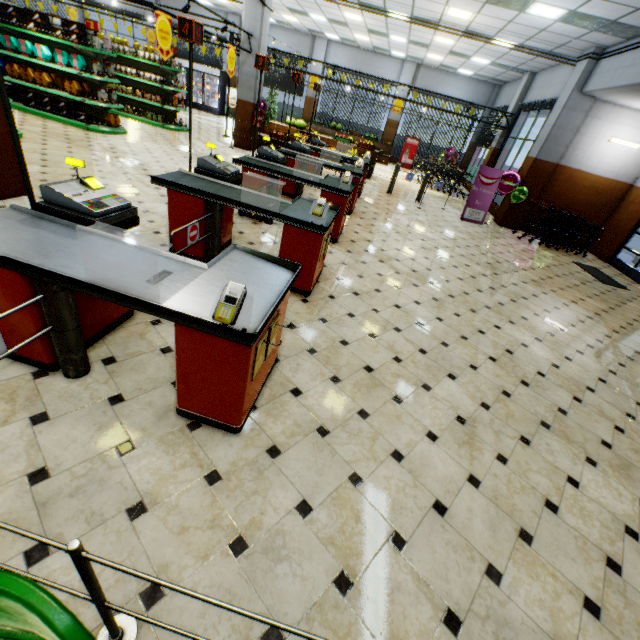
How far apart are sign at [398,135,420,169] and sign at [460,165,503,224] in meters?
10.0 m

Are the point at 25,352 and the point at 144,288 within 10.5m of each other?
yes

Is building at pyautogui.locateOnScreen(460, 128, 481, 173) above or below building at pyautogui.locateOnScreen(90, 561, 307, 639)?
above

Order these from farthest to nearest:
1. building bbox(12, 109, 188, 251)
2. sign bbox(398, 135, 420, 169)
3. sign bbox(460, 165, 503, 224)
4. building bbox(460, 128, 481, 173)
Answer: sign bbox(398, 135, 420, 169) < building bbox(460, 128, 481, 173) < sign bbox(460, 165, 503, 224) < building bbox(12, 109, 188, 251)

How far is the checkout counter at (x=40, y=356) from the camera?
2.3m

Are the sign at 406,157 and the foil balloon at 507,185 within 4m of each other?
no

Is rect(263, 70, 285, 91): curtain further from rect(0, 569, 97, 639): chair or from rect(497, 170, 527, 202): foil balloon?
rect(0, 569, 97, 639): chair

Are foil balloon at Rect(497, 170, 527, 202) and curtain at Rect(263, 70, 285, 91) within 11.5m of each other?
no
